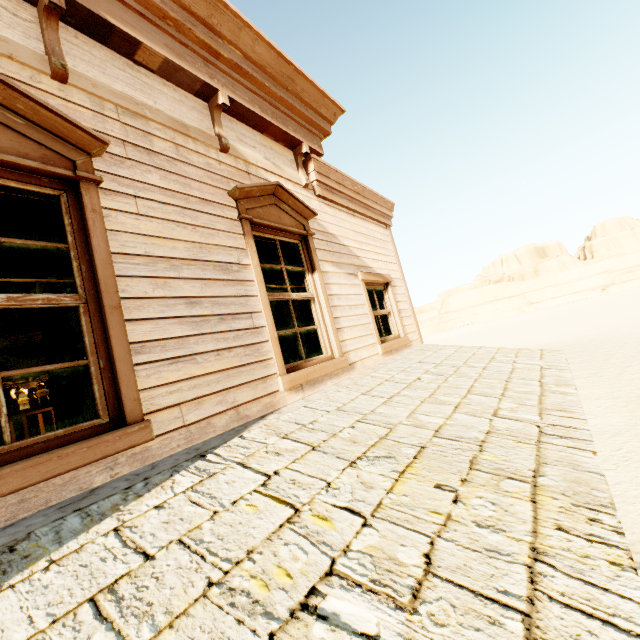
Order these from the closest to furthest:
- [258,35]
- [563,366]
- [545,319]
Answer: [258,35] < [563,366] < [545,319]

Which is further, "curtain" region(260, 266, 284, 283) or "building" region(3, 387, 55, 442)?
"building" region(3, 387, 55, 442)

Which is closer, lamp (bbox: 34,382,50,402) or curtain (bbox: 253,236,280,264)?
curtain (bbox: 253,236,280,264)

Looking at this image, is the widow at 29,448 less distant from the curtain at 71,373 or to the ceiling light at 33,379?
the curtain at 71,373

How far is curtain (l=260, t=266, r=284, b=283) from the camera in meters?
3.8 m

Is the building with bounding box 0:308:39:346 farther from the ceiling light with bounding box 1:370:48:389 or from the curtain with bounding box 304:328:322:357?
the ceiling light with bounding box 1:370:48:389

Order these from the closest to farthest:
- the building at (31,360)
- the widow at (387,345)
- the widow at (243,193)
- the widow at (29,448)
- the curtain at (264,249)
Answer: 1. the widow at (29,448)
2. the widow at (243,193)
3. the curtain at (264,249)
4. the widow at (387,345)
5. the building at (31,360)
